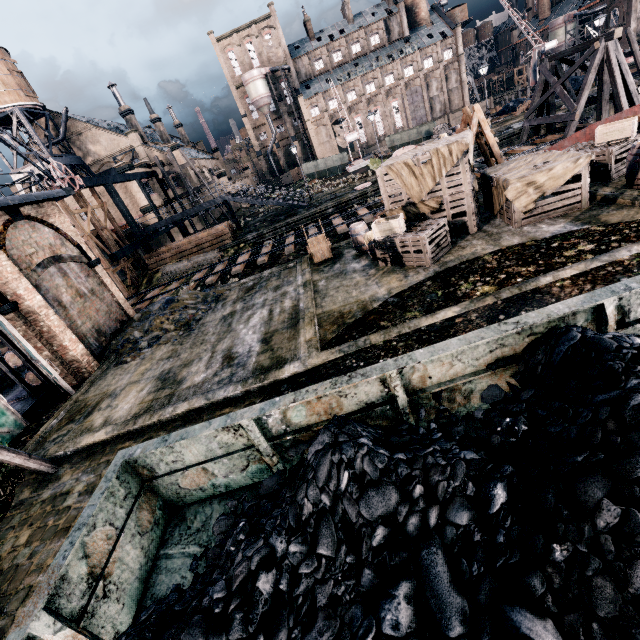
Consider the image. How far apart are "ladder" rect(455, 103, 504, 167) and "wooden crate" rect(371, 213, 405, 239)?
5.3 meters

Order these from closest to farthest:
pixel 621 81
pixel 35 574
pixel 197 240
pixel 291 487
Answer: pixel 291 487 < pixel 35 574 < pixel 621 81 < pixel 197 240

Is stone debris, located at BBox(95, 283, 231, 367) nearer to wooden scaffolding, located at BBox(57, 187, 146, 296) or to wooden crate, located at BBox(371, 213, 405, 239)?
wooden scaffolding, located at BBox(57, 187, 146, 296)

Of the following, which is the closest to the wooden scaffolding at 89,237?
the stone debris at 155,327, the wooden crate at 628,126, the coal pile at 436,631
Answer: the stone debris at 155,327

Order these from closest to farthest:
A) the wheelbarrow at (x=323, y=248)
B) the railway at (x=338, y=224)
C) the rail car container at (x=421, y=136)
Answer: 1. the wheelbarrow at (x=323, y=248)
2. the railway at (x=338, y=224)
3. the rail car container at (x=421, y=136)

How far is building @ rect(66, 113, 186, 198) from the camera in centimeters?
4288cm

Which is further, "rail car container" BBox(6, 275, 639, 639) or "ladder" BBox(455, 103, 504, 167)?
"ladder" BBox(455, 103, 504, 167)

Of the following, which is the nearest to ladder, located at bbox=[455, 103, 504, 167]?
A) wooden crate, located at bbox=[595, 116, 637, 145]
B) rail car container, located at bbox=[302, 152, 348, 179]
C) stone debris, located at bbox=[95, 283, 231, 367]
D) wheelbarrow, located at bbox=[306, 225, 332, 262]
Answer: wooden crate, located at bbox=[595, 116, 637, 145]
